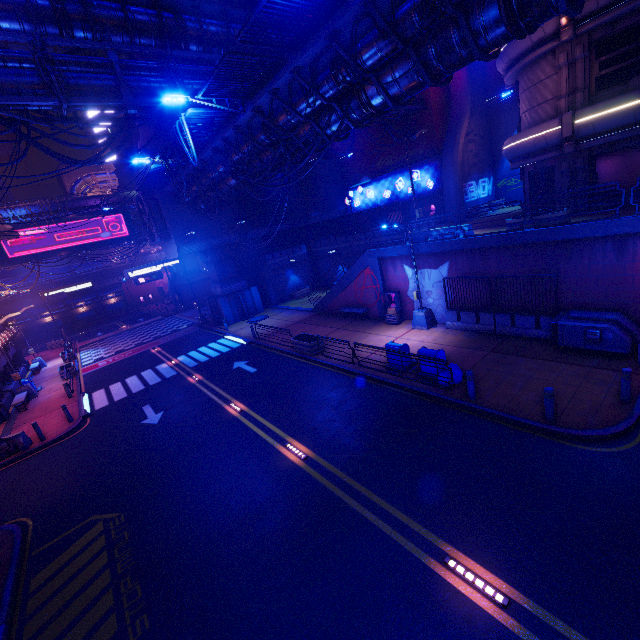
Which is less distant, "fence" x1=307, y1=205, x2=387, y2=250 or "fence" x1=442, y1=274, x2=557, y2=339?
"fence" x1=442, y1=274, x2=557, y2=339

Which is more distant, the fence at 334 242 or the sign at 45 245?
the sign at 45 245

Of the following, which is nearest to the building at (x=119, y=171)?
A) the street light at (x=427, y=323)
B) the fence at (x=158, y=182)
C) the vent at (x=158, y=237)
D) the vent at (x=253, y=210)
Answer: the vent at (x=158, y=237)

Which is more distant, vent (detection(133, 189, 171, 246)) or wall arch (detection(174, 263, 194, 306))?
wall arch (detection(174, 263, 194, 306))

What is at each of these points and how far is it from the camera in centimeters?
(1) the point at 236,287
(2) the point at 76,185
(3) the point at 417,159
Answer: (1) pillar, 3094cm
(2) pipe, 5781cm
(3) building, 2984cm

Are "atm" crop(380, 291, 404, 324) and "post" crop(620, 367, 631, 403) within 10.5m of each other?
no

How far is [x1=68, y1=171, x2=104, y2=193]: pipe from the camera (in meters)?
57.62

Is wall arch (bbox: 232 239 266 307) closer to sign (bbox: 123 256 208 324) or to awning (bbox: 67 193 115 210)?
sign (bbox: 123 256 208 324)
